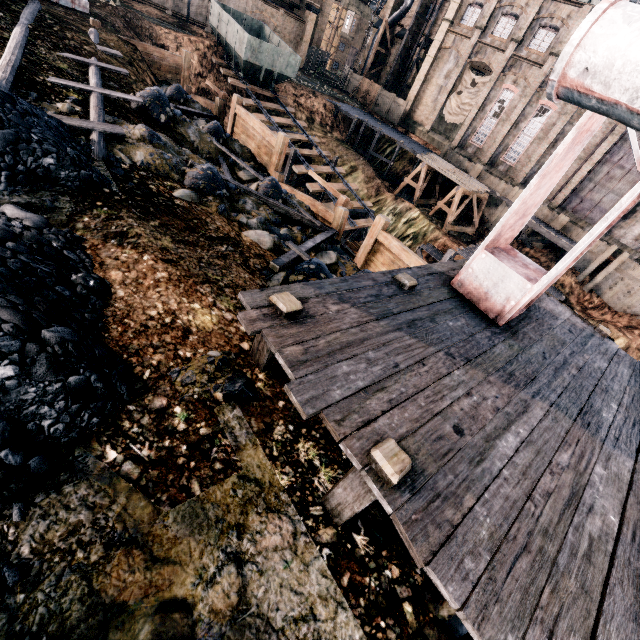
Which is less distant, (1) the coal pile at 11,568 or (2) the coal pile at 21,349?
(1) the coal pile at 11,568

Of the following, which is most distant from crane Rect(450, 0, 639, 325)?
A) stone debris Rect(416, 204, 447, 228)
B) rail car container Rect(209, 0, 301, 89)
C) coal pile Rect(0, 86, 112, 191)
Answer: rail car container Rect(209, 0, 301, 89)

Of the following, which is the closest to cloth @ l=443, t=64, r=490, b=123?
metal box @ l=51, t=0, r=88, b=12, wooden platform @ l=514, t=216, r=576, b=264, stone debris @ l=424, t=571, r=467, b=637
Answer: wooden platform @ l=514, t=216, r=576, b=264

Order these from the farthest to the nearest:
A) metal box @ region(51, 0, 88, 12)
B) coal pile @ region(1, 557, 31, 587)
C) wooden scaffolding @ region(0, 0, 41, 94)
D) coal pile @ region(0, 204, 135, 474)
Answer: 1. metal box @ region(51, 0, 88, 12)
2. wooden scaffolding @ region(0, 0, 41, 94)
3. coal pile @ region(0, 204, 135, 474)
4. coal pile @ region(1, 557, 31, 587)

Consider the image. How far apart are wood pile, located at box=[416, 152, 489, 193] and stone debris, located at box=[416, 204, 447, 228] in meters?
3.5 m

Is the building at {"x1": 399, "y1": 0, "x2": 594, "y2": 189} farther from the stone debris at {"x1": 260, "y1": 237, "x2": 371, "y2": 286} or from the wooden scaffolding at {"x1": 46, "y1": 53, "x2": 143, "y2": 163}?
the wooden scaffolding at {"x1": 46, "y1": 53, "x2": 143, "y2": 163}

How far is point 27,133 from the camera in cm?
648

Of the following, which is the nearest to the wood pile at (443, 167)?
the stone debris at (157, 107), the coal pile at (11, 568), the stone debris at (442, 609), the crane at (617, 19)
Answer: the stone debris at (157, 107)
